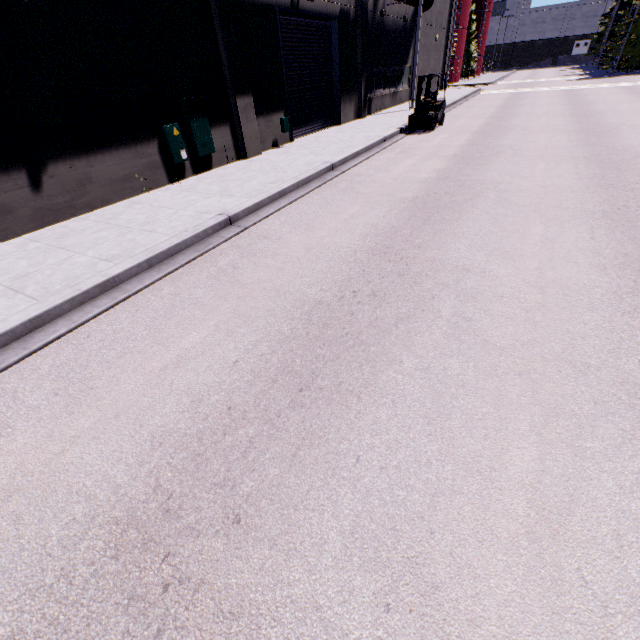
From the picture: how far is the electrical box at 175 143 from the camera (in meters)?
9.26

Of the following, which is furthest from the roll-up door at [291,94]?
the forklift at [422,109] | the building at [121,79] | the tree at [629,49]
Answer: the tree at [629,49]

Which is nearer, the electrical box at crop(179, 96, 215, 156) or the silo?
the electrical box at crop(179, 96, 215, 156)

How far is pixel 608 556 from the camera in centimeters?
206cm

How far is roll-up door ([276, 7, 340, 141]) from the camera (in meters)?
13.30

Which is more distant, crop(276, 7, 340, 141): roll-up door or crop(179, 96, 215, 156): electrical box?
crop(276, 7, 340, 141): roll-up door

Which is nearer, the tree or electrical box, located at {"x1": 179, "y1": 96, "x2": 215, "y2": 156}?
electrical box, located at {"x1": 179, "y1": 96, "x2": 215, "y2": 156}

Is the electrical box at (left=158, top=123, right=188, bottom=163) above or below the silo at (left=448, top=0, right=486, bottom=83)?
below
